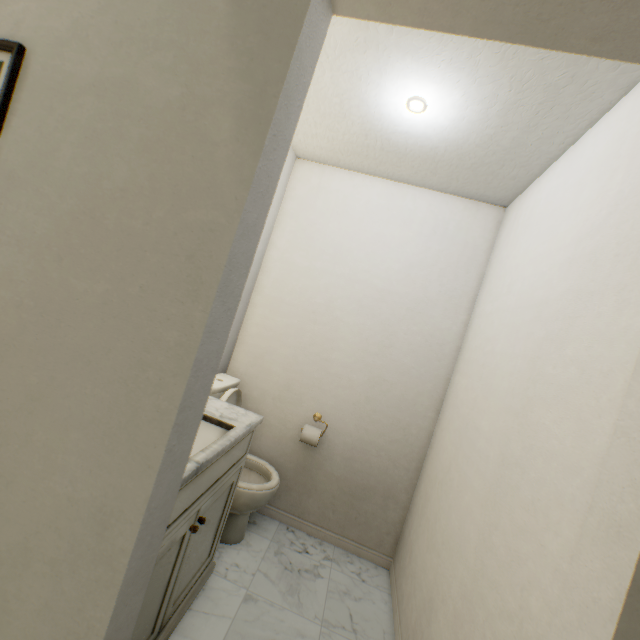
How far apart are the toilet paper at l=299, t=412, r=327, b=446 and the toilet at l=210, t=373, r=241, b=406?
0.3m

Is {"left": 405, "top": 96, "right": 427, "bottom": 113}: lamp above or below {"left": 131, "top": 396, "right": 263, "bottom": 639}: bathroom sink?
above

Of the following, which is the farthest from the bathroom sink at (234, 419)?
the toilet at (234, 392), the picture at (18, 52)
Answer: the picture at (18, 52)

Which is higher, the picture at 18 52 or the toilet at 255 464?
the picture at 18 52

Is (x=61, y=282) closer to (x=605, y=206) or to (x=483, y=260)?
(x=605, y=206)

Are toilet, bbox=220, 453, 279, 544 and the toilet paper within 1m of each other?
yes

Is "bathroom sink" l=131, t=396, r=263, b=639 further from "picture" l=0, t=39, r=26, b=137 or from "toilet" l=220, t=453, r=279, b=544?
"picture" l=0, t=39, r=26, b=137

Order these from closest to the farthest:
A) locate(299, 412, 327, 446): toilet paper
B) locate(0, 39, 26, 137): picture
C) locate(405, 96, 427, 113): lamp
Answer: locate(0, 39, 26, 137): picture
locate(405, 96, 427, 113): lamp
locate(299, 412, 327, 446): toilet paper
